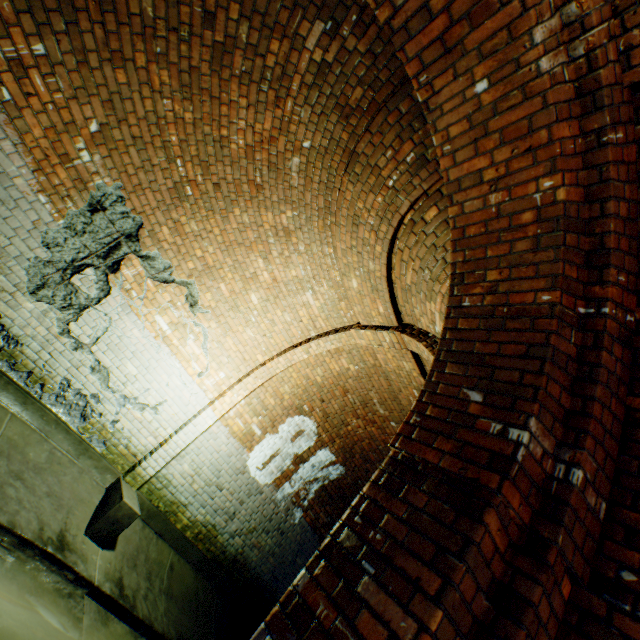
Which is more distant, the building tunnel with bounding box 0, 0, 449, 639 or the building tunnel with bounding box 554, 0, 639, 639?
the building tunnel with bounding box 0, 0, 449, 639

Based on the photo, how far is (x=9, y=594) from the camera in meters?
2.7

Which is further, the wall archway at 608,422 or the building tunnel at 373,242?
the building tunnel at 373,242

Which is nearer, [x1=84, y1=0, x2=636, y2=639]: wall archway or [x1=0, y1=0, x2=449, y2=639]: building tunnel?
[x1=84, y1=0, x2=636, y2=639]: wall archway

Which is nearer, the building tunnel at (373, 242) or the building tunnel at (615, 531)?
the building tunnel at (615, 531)
